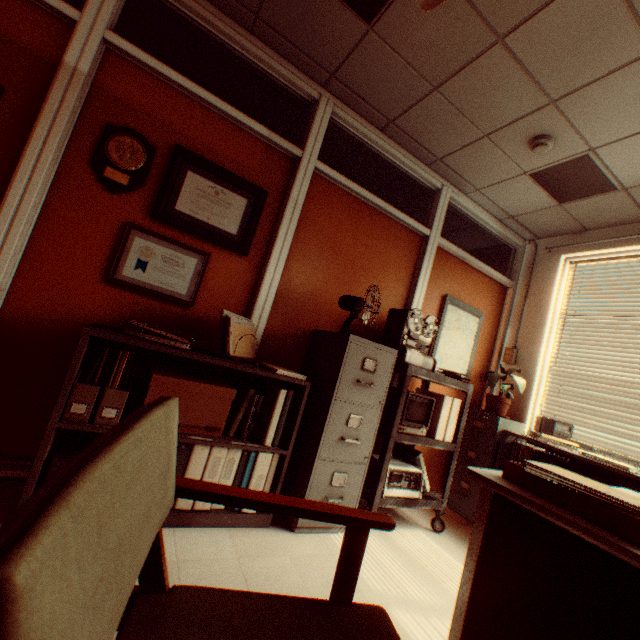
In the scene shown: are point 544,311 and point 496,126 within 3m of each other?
yes

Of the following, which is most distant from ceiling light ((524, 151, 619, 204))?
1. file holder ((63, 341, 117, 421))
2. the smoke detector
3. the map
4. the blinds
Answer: file holder ((63, 341, 117, 421))

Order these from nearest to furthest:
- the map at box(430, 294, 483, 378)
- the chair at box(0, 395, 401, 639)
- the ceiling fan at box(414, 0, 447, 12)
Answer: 1. the chair at box(0, 395, 401, 639)
2. the ceiling fan at box(414, 0, 447, 12)
3. the map at box(430, 294, 483, 378)

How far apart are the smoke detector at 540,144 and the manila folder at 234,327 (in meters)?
2.82

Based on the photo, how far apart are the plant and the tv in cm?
121

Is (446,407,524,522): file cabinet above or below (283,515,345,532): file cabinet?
above

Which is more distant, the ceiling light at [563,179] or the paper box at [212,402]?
the ceiling light at [563,179]

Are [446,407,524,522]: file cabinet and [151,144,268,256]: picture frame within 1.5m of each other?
no
